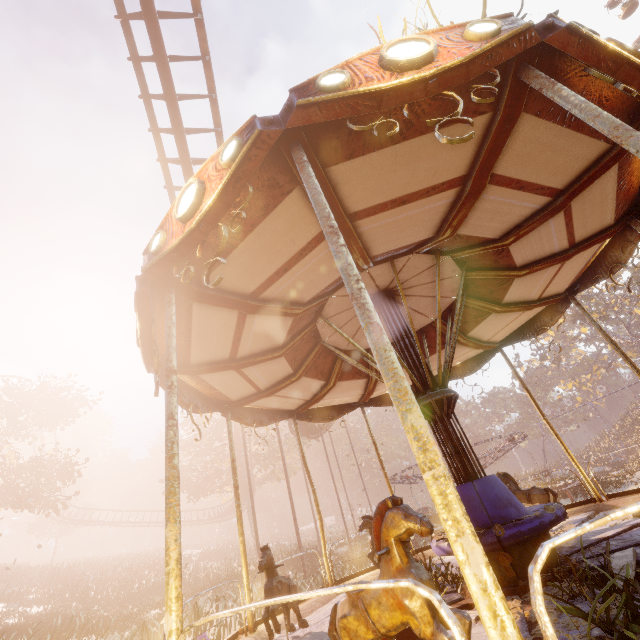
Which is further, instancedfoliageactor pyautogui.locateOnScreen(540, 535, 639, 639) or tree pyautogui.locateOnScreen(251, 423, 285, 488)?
tree pyautogui.locateOnScreen(251, 423, 285, 488)

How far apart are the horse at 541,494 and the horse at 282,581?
4.3m

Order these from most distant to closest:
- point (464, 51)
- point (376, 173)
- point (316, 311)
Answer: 1. point (316, 311)
2. point (376, 173)
3. point (464, 51)

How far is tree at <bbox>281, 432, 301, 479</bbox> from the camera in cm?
3675

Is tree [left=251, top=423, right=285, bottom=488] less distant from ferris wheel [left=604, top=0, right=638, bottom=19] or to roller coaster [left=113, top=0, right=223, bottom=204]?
roller coaster [left=113, top=0, right=223, bottom=204]

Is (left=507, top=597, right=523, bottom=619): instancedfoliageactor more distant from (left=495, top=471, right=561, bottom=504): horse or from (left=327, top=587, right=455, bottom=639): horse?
(left=495, top=471, right=561, bottom=504): horse

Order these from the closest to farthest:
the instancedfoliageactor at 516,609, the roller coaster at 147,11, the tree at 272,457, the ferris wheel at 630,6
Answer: the instancedfoliageactor at 516,609 < the roller coaster at 147,11 < the tree at 272,457 < the ferris wheel at 630,6

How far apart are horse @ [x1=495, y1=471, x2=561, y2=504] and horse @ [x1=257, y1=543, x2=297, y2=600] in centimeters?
433cm
